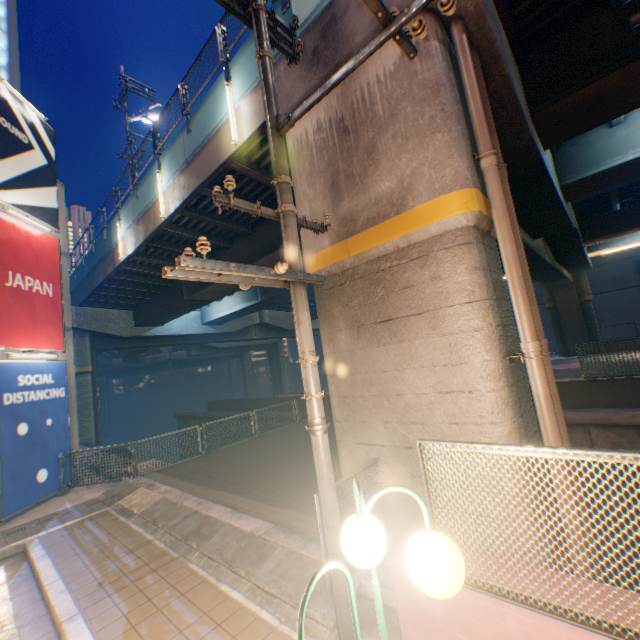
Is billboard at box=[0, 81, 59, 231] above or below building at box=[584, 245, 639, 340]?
above

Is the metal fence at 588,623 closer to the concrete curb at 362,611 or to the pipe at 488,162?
the concrete curb at 362,611

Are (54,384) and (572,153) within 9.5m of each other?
no

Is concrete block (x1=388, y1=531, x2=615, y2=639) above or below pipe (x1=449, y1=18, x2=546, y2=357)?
below

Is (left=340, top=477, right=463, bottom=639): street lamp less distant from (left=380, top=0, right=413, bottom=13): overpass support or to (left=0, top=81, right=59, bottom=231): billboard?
(left=380, top=0, right=413, bottom=13): overpass support

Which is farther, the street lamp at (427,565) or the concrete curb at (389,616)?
the concrete curb at (389,616)

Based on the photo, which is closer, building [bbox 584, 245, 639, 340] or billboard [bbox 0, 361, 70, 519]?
billboard [bbox 0, 361, 70, 519]

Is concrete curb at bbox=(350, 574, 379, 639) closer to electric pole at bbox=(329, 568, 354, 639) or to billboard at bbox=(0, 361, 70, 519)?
electric pole at bbox=(329, 568, 354, 639)
